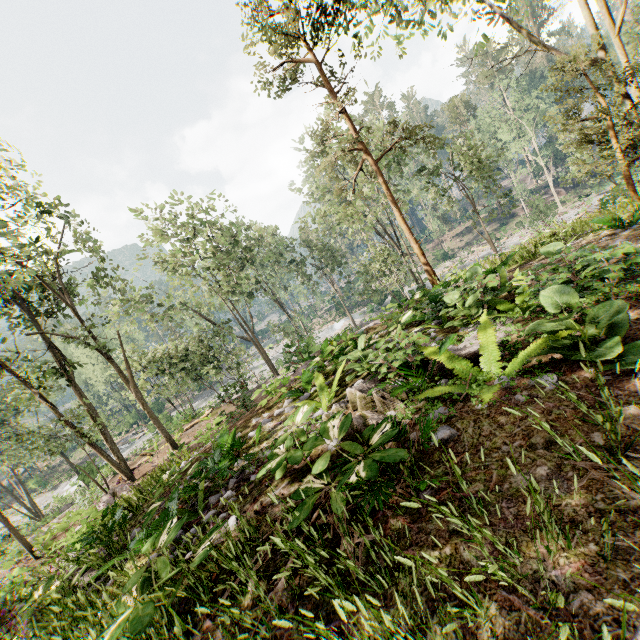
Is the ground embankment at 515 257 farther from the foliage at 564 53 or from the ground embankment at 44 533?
the ground embankment at 44 533

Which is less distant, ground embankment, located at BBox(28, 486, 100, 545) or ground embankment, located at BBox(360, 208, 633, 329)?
ground embankment, located at BBox(360, 208, 633, 329)

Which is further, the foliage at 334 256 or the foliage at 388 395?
the foliage at 334 256

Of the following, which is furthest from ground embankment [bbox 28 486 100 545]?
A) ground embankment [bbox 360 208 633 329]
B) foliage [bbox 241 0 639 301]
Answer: ground embankment [bbox 360 208 633 329]

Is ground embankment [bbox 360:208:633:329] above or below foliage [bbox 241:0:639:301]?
below

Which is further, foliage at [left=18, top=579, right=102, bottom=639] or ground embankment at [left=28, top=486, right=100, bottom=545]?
ground embankment at [left=28, top=486, right=100, bottom=545]

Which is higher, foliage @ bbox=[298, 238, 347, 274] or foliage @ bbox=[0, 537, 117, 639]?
foliage @ bbox=[298, 238, 347, 274]

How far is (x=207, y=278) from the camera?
25.9m
